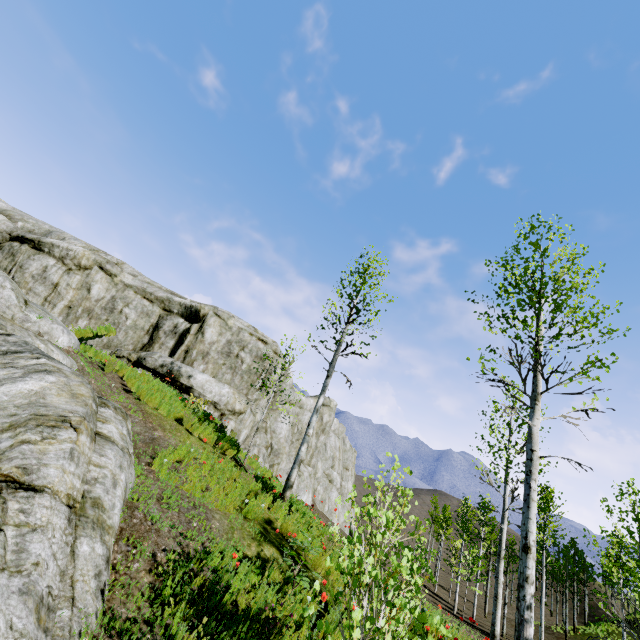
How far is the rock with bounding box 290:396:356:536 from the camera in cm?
2392

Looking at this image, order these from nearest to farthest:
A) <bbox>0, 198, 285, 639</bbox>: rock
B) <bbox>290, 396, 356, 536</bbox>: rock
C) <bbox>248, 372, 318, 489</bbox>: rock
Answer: <bbox>0, 198, 285, 639</bbox>: rock → <bbox>248, 372, 318, 489</bbox>: rock → <bbox>290, 396, 356, 536</bbox>: rock

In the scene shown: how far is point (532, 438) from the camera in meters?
6.6

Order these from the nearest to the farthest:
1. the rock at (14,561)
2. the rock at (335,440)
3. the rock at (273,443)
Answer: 1. the rock at (14,561)
2. the rock at (273,443)
3. the rock at (335,440)

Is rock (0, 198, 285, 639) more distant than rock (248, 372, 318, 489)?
No

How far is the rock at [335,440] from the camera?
23.9m
